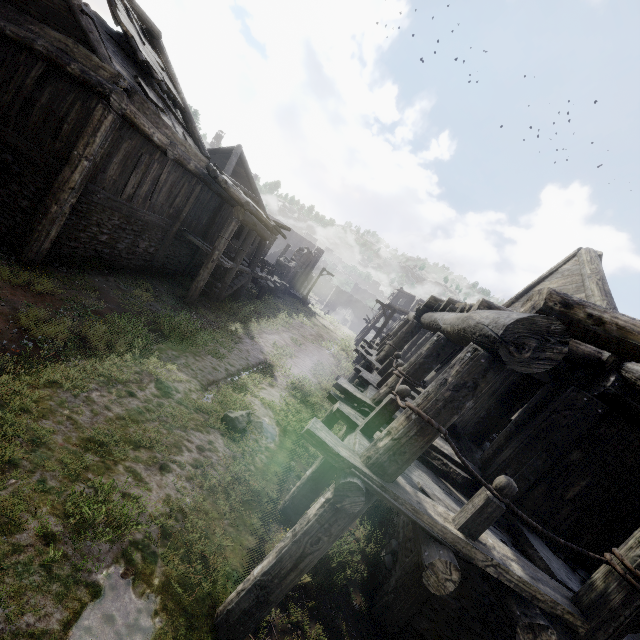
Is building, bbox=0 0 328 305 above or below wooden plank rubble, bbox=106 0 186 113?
below

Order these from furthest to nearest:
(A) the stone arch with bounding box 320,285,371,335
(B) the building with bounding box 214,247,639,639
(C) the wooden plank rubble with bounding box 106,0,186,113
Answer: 1. (A) the stone arch with bounding box 320,285,371,335
2. (C) the wooden plank rubble with bounding box 106,0,186,113
3. (B) the building with bounding box 214,247,639,639

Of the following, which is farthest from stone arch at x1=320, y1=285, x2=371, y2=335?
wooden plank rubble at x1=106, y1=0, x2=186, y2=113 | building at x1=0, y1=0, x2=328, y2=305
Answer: wooden plank rubble at x1=106, y1=0, x2=186, y2=113

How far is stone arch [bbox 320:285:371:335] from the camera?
54.8m

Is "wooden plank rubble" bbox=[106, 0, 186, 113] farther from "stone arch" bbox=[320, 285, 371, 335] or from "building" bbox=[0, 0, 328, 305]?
"stone arch" bbox=[320, 285, 371, 335]

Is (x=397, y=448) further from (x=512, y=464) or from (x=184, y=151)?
(x=184, y=151)

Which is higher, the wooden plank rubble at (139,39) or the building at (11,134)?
the wooden plank rubble at (139,39)

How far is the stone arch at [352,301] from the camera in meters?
54.8
